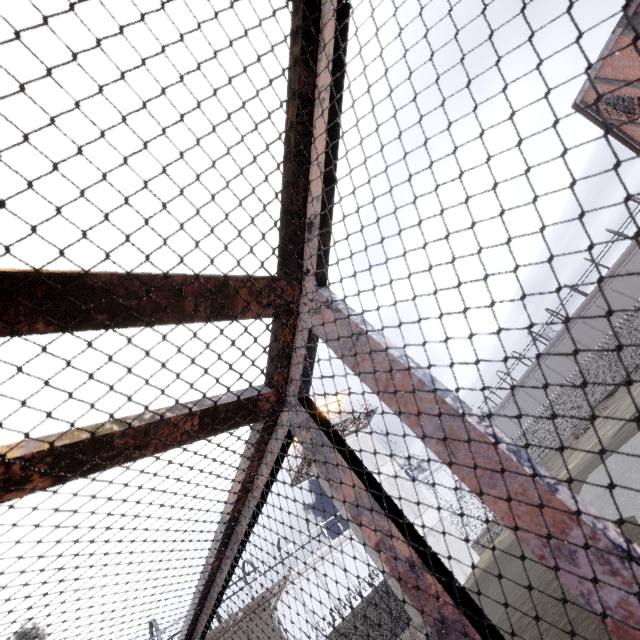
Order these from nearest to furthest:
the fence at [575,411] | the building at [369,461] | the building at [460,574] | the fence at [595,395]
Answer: the building at [460,574], the building at [369,461], the fence at [595,395], the fence at [575,411]

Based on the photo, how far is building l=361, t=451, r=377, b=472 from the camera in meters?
23.9

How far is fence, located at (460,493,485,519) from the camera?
31.1 meters

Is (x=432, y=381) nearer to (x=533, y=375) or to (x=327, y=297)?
(x=327, y=297)

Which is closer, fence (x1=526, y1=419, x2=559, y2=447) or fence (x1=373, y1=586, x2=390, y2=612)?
fence (x1=373, y1=586, x2=390, y2=612)

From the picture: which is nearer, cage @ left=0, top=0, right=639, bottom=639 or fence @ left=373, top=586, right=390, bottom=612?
cage @ left=0, top=0, right=639, bottom=639

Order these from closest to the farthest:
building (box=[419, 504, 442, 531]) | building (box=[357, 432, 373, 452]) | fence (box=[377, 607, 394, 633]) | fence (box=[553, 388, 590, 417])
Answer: fence (box=[377, 607, 394, 633]) → building (box=[419, 504, 442, 531]) → building (box=[357, 432, 373, 452]) → fence (box=[553, 388, 590, 417])

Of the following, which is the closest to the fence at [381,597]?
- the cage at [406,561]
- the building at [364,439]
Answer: the building at [364,439]
